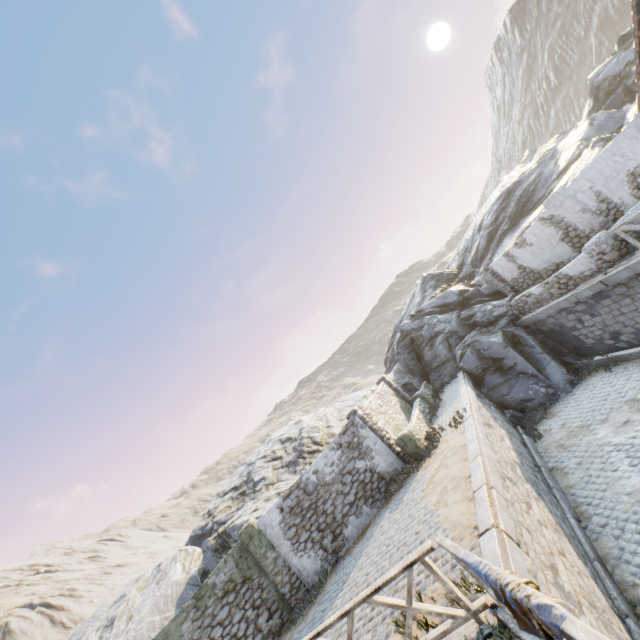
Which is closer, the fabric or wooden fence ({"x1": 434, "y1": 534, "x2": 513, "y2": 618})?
the fabric

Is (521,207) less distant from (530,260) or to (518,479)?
(530,260)

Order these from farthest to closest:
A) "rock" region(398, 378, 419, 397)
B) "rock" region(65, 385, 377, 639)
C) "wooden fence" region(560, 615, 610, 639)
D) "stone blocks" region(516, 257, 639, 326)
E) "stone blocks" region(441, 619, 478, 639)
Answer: "rock" region(398, 378, 419, 397) < "rock" region(65, 385, 377, 639) < "stone blocks" region(516, 257, 639, 326) < "stone blocks" region(441, 619, 478, 639) < "wooden fence" region(560, 615, 610, 639)

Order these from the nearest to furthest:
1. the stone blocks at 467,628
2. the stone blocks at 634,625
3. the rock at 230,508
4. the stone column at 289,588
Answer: the stone blocks at 467,628 → the stone blocks at 634,625 → the stone column at 289,588 → the rock at 230,508

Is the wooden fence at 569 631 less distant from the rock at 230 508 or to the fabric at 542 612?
the fabric at 542 612

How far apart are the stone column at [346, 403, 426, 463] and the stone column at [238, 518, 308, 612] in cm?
510

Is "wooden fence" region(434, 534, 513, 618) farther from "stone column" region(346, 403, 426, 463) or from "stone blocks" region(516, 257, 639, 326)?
"stone column" region(346, 403, 426, 463)

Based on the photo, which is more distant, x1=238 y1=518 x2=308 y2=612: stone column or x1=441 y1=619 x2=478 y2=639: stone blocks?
x1=238 y1=518 x2=308 y2=612: stone column
